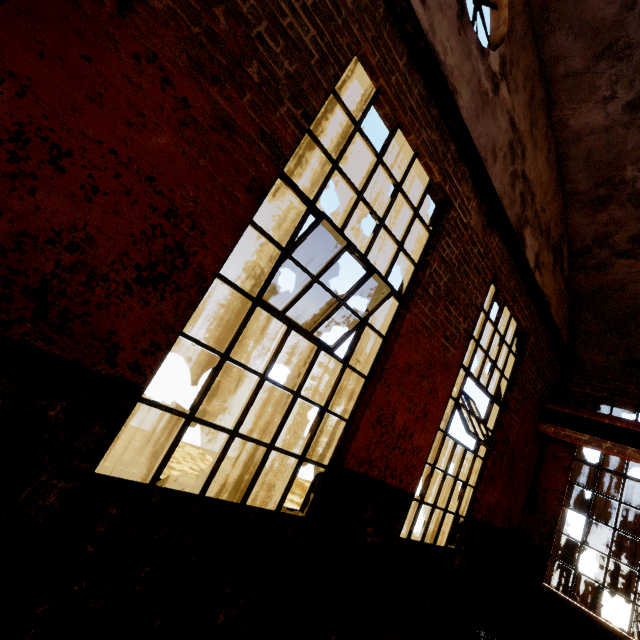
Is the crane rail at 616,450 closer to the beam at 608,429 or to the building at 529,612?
the beam at 608,429

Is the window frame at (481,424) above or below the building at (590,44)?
below

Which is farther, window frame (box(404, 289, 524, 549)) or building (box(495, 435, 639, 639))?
building (box(495, 435, 639, 639))

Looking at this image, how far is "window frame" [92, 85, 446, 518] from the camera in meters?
2.1

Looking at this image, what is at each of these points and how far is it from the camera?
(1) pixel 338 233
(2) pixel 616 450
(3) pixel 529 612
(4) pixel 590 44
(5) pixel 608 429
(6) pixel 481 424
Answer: (1) window frame, 2.5 meters
(2) crane rail, 5.2 meters
(3) building, 5.4 meters
(4) building, 4.3 meters
(5) beam, 5.4 meters
(6) window frame, 4.8 meters

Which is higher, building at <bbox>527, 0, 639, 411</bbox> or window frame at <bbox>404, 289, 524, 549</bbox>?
building at <bbox>527, 0, 639, 411</bbox>

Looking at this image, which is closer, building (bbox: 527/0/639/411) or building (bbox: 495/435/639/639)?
building (bbox: 527/0/639/411)

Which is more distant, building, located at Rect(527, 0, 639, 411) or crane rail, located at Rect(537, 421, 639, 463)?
crane rail, located at Rect(537, 421, 639, 463)
